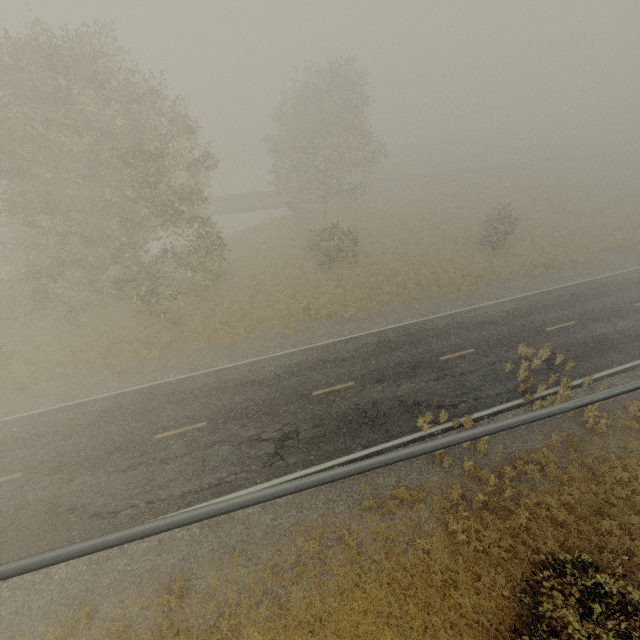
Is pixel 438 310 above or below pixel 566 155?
below
